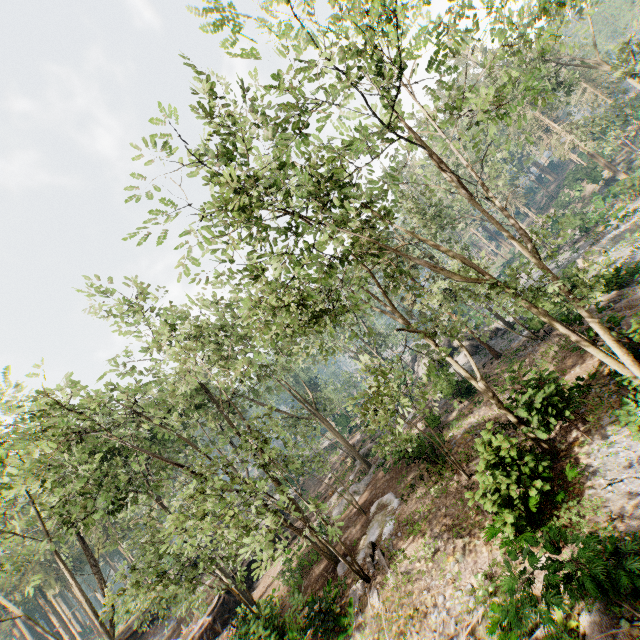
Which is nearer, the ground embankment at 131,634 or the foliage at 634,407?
the foliage at 634,407

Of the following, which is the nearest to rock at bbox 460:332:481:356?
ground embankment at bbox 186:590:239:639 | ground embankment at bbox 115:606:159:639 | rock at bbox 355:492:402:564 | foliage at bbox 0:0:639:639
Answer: foliage at bbox 0:0:639:639

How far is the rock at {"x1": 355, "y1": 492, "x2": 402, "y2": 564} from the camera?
16.4m

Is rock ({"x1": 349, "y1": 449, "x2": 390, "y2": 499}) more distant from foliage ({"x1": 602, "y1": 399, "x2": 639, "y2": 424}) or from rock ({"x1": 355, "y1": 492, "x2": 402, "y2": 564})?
rock ({"x1": 355, "y1": 492, "x2": 402, "y2": 564})

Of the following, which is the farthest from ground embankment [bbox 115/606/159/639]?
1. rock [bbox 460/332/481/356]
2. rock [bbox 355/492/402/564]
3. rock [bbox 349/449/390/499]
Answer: rock [bbox 460/332/481/356]

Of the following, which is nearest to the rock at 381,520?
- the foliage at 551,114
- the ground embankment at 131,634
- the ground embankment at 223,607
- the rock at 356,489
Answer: the foliage at 551,114

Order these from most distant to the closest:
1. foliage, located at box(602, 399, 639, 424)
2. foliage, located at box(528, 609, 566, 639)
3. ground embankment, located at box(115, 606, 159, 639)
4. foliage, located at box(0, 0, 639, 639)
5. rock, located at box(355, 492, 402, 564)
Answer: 1. ground embankment, located at box(115, 606, 159, 639)
2. rock, located at box(355, 492, 402, 564)
3. foliage, located at box(602, 399, 639, 424)
4. foliage, located at box(0, 0, 639, 639)
5. foliage, located at box(528, 609, 566, 639)

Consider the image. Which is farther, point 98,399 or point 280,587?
point 280,587
